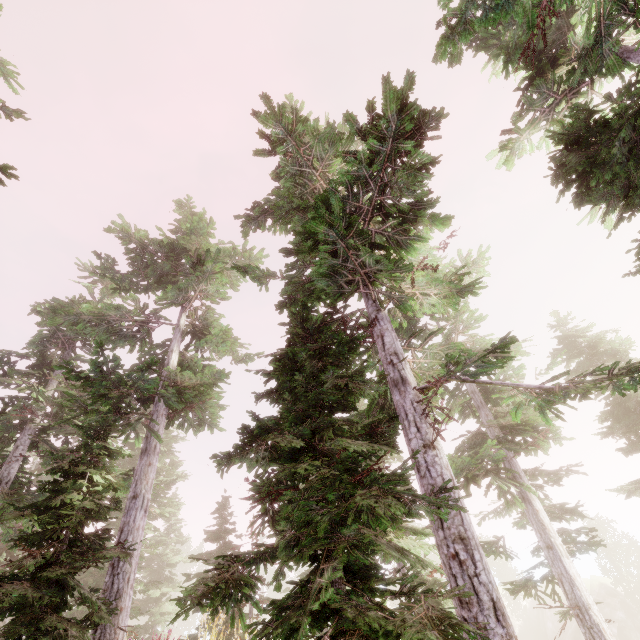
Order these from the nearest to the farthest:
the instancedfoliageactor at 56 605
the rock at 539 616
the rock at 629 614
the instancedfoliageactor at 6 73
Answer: the instancedfoliageactor at 56 605, the instancedfoliageactor at 6 73, the rock at 629 614, the rock at 539 616

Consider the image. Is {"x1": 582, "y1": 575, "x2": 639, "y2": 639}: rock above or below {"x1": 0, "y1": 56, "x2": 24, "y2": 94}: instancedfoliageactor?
below

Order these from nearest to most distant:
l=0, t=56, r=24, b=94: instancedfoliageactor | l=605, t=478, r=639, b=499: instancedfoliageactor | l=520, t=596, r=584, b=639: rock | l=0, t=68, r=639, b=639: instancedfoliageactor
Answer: l=0, t=68, r=639, b=639: instancedfoliageactor
l=0, t=56, r=24, b=94: instancedfoliageactor
l=605, t=478, r=639, b=499: instancedfoliageactor
l=520, t=596, r=584, b=639: rock

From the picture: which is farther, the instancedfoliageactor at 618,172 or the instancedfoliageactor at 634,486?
the instancedfoliageactor at 634,486

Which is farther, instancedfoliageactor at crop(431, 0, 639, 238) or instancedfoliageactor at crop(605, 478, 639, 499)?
instancedfoliageactor at crop(605, 478, 639, 499)

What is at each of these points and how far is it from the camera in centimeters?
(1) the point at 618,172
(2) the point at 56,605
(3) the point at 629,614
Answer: (1) instancedfoliageactor, 730cm
(2) instancedfoliageactor, 741cm
(3) rock, 3631cm

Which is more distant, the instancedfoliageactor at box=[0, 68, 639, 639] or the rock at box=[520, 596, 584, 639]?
the rock at box=[520, 596, 584, 639]
